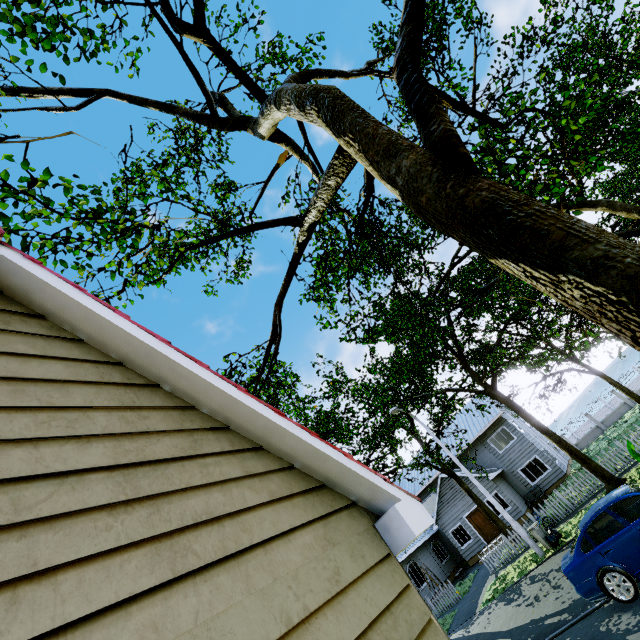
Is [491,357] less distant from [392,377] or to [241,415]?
[392,377]

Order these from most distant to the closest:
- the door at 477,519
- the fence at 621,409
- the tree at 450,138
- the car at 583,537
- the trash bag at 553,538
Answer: the fence at 621,409, the door at 477,519, the trash bag at 553,538, the car at 583,537, the tree at 450,138

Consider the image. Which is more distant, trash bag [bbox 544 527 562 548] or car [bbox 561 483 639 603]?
trash bag [bbox 544 527 562 548]

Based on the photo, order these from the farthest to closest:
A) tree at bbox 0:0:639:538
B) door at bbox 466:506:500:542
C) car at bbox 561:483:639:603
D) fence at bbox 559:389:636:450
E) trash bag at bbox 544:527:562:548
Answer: fence at bbox 559:389:636:450 < door at bbox 466:506:500:542 < trash bag at bbox 544:527:562:548 < car at bbox 561:483:639:603 < tree at bbox 0:0:639:538

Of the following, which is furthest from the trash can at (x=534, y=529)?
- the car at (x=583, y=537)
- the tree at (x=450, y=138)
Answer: the car at (x=583, y=537)

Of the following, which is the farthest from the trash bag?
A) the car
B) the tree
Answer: the car

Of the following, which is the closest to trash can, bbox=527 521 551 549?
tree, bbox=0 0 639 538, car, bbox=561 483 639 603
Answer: tree, bbox=0 0 639 538

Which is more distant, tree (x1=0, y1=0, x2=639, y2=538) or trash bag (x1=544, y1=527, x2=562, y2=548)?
trash bag (x1=544, y1=527, x2=562, y2=548)
